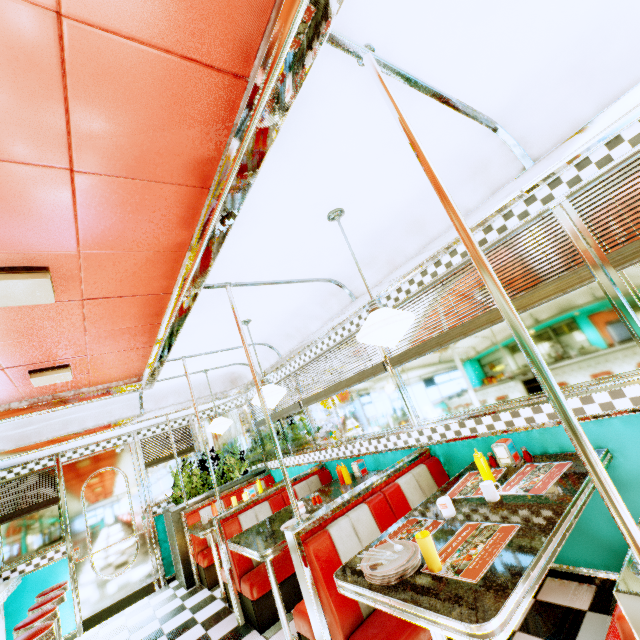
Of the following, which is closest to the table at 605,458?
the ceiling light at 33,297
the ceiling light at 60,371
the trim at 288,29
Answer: the trim at 288,29

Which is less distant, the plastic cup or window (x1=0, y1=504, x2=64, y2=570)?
the plastic cup

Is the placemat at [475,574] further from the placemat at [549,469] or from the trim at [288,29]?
the trim at [288,29]

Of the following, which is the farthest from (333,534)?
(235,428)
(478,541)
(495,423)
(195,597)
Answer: (235,428)

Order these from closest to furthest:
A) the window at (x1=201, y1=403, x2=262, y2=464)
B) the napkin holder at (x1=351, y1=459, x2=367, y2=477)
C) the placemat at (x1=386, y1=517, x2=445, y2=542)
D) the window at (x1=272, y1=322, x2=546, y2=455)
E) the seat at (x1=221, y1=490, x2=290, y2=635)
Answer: the placemat at (x1=386, y1=517, x2=445, y2=542), the window at (x1=272, y1=322, x2=546, y2=455), the seat at (x1=221, y1=490, x2=290, y2=635), the napkin holder at (x1=351, y1=459, x2=367, y2=477), the window at (x1=201, y1=403, x2=262, y2=464)

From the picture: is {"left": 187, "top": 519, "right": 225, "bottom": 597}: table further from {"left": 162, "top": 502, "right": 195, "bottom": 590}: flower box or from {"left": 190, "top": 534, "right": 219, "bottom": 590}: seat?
{"left": 162, "top": 502, "right": 195, "bottom": 590}: flower box

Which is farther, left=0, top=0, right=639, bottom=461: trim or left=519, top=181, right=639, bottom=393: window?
left=519, top=181, right=639, bottom=393: window

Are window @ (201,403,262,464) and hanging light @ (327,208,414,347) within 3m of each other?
no
